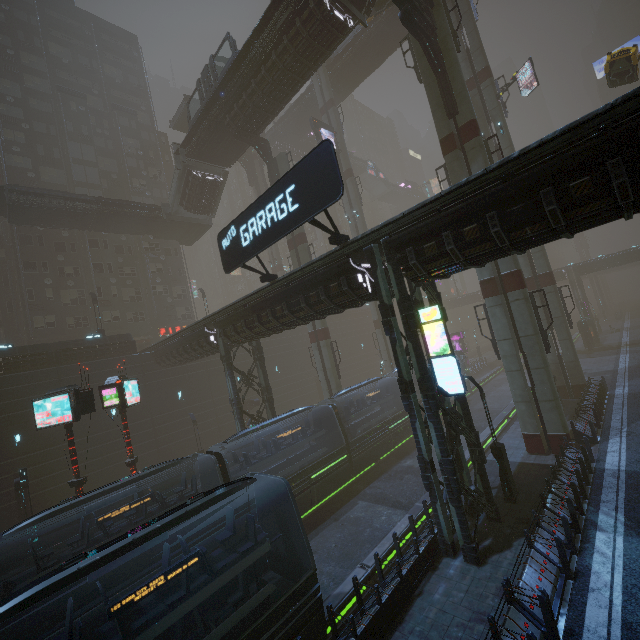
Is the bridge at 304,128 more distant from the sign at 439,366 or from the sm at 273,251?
the sign at 439,366

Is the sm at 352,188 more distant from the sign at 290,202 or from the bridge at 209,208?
the sign at 290,202

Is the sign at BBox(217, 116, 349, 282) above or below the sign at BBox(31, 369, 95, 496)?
above

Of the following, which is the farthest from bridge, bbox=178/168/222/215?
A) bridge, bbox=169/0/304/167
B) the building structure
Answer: the building structure

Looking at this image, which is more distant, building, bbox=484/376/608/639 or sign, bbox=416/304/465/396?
sign, bbox=416/304/465/396

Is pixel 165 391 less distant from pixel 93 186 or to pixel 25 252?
pixel 25 252

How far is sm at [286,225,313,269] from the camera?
29.20m

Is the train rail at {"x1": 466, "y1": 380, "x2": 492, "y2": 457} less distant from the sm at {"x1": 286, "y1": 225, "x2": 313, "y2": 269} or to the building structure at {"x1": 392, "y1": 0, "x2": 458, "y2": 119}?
the sm at {"x1": 286, "y1": 225, "x2": 313, "y2": 269}
